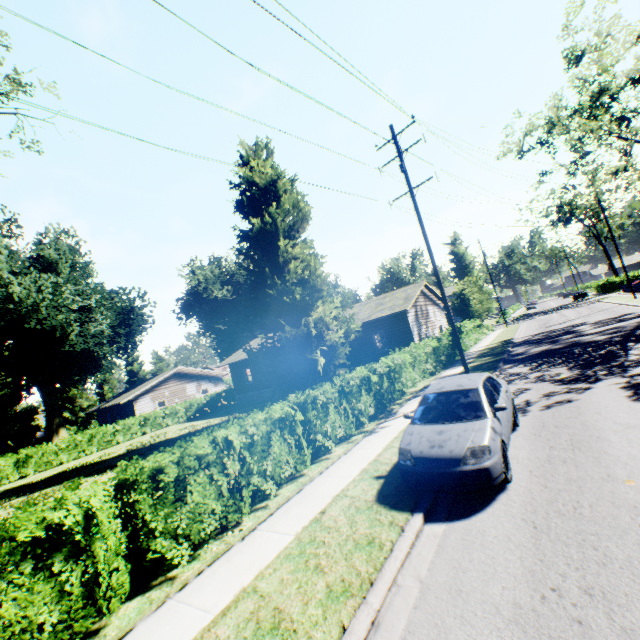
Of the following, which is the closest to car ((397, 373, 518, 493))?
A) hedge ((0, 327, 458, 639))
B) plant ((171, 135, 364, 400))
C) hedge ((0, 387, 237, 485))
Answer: hedge ((0, 327, 458, 639))

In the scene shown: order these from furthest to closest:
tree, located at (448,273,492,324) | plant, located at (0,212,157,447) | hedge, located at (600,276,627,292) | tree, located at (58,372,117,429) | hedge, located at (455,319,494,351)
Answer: hedge, located at (600,276,627,292)
tree, located at (58,372,117,429)
tree, located at (448,273,492,324)
plant, located at (0,212,157,447)
hedge, located at (455,319,494,351)

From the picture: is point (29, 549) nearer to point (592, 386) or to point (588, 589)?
point (588, 589)

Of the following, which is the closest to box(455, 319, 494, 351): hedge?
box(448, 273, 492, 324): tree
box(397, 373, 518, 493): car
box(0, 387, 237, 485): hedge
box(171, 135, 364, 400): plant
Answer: box(448, 273, 492, 324): tree

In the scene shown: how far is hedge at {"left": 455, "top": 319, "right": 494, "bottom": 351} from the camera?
26.1 meters

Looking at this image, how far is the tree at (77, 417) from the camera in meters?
49.6

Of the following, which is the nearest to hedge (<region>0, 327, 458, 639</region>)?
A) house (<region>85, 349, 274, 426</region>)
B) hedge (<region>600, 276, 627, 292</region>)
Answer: house (<region>85, 349, 274, 426</region>)

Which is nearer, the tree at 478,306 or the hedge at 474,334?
the hedge at 474,334
